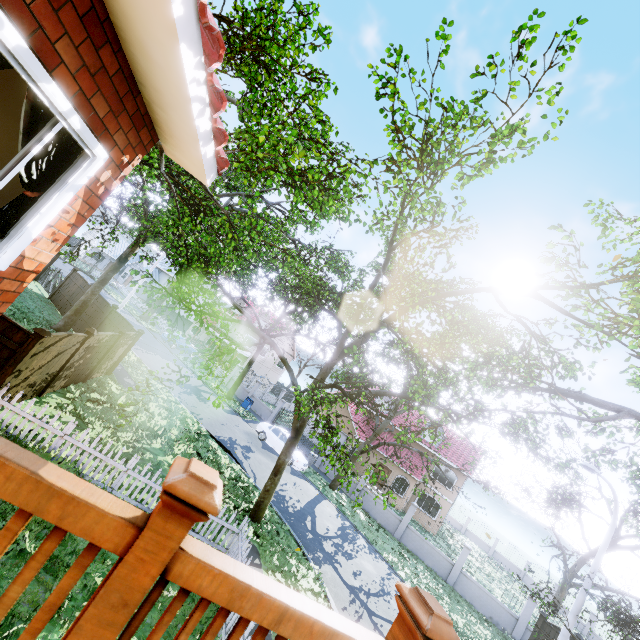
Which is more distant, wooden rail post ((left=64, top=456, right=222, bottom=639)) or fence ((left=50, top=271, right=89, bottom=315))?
fence ((left=50, top=271, right=89, bottom=315))

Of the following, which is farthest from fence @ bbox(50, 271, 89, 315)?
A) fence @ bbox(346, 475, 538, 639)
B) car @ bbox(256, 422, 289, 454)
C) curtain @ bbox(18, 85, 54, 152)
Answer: curtain @ bbox(18, 85, 54, 152)

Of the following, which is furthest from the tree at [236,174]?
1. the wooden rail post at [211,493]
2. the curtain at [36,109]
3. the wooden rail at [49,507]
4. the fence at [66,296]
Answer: the wooden rail post at [211,493]

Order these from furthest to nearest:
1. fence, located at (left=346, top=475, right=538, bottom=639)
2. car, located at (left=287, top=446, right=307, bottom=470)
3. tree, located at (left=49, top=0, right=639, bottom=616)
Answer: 1. car, located at (left=287, top=446, right=307, bottom=470)
2. fence, located at (left=346, top=475, right=538, bottom=639)
3. tree, located at (left=49, top=0, right=639, bottom=616)

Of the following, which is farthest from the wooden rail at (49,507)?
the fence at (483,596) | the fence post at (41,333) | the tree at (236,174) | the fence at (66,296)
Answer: the fence at (483,596)

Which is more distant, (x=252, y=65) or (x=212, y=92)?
(x=252, y=65)

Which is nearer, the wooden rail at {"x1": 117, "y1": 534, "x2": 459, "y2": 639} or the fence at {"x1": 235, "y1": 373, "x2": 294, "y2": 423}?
the wooden rail at {"x1": 117, "y1": 534, "x2": 459, "y2": 639}

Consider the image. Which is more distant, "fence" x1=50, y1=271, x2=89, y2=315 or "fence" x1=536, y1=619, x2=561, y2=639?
"fence" x1=50, y1=271, x2=89, y2=315
